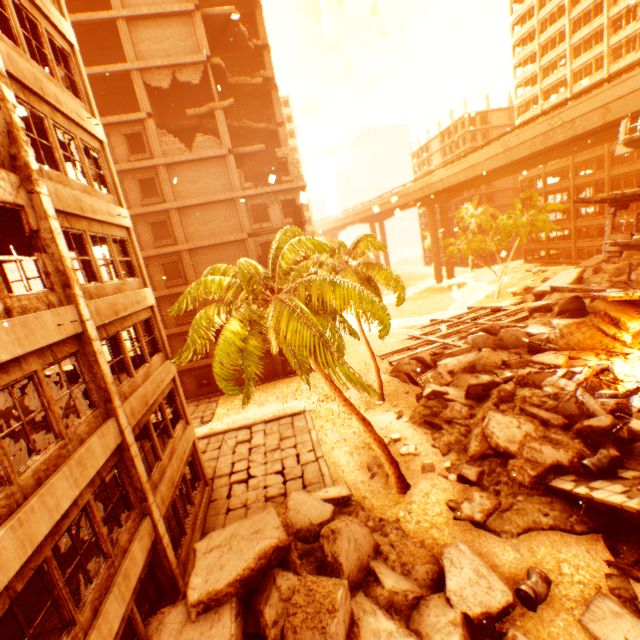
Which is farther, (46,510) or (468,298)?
(468,298)

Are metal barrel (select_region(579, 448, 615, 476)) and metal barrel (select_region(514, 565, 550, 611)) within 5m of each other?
yes

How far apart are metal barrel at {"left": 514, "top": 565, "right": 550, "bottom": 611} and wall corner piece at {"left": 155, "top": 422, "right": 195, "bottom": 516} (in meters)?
9.78

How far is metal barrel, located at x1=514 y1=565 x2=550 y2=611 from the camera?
7.9m

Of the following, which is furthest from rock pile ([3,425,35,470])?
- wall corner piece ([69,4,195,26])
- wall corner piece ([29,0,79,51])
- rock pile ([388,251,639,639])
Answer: wall corner piece ([69,4,195,26])

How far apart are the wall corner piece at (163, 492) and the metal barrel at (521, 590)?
9.78m

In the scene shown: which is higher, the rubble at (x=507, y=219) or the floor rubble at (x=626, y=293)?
the rubble at (x=507, y=219)

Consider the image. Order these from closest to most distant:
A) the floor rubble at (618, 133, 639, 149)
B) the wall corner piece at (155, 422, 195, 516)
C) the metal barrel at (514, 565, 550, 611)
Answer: the metal barrel at (514, 565, 550, 611), the wall corner piece at (155, 422, 195, 516), the floor rubble at (618, 133, 639, 149)
